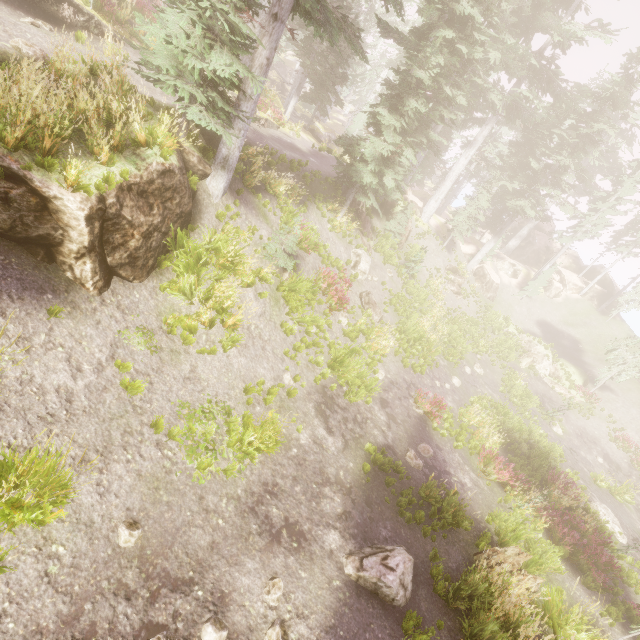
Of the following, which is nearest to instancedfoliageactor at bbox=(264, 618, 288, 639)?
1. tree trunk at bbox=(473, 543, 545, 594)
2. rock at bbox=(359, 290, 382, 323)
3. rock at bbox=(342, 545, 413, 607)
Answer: rock at bbox=(342, 545, 413, 607)

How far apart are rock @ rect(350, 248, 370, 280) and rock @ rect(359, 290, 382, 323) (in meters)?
0.84

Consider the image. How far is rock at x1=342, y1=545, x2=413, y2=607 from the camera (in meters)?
6.70

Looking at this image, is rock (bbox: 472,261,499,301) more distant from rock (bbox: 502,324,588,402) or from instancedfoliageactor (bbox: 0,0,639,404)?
rock (bbox: 502,324,588,402)

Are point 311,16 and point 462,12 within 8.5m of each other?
no

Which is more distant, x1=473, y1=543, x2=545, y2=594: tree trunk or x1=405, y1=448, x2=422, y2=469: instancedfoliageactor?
x1=405, y1=448, x2=422, y2=469: instancedfoliageactor

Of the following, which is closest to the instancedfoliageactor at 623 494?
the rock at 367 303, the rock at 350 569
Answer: the rock at 350 569

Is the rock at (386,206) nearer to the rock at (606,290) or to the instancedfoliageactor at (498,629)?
the instancedfoliageactor at (498,629)
